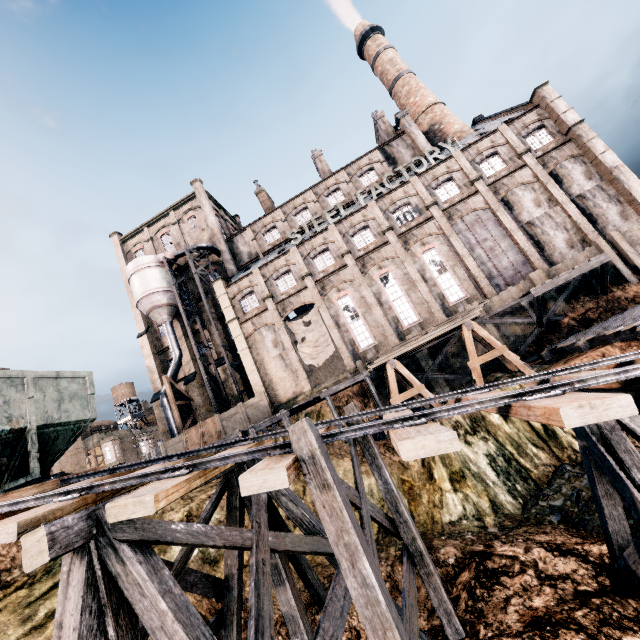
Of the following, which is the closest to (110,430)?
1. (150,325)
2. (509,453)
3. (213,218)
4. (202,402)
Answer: (150,325)

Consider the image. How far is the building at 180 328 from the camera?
36.0m

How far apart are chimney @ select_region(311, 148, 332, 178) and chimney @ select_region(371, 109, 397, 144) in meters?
7.6 m

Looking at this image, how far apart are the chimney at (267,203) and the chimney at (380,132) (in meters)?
16.84

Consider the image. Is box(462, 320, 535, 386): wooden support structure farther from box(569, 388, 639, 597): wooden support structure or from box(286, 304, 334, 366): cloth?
box(286, 304, 334, 366): cloth

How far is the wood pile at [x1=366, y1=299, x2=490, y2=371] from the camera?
18.7 meters

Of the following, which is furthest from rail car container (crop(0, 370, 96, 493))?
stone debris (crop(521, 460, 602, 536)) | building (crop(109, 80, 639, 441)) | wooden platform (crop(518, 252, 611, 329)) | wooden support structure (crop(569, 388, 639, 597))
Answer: wooden platform (crop(518, 252, 611, 329))

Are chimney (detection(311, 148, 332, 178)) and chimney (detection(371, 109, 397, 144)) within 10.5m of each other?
yes
